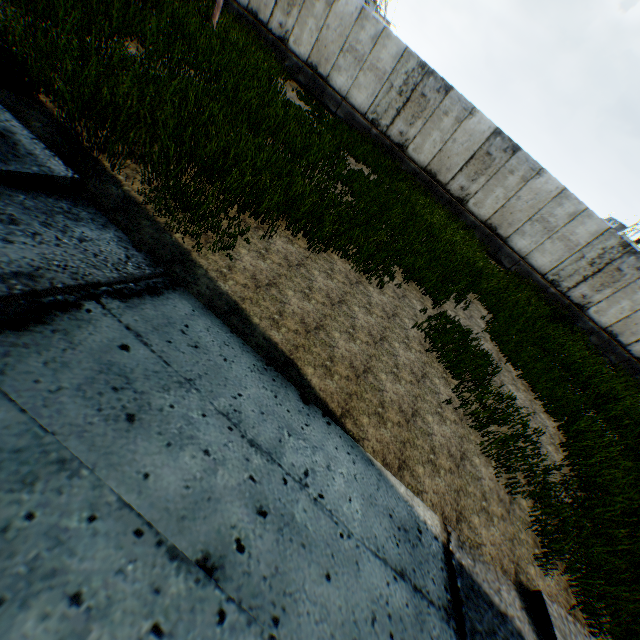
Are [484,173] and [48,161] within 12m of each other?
no
